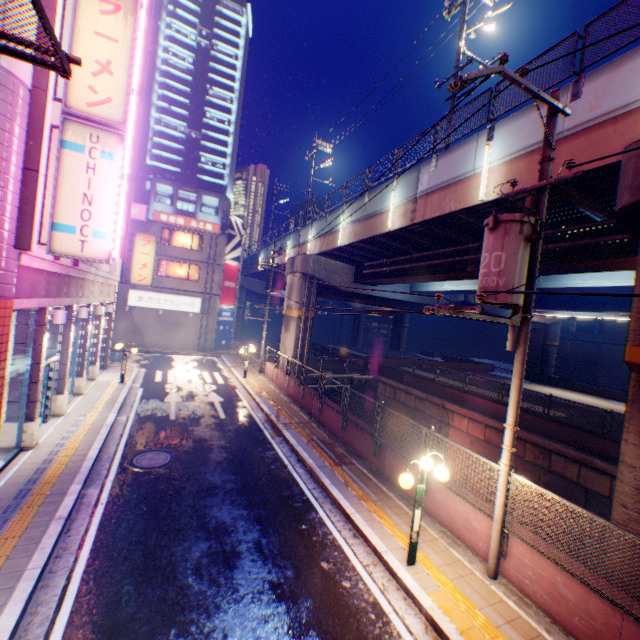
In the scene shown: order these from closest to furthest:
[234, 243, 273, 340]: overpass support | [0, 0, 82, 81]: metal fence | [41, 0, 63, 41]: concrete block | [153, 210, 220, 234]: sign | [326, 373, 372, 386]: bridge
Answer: [0, 0, 82, 81]: metal fence → [41, 0, 63, 41]: concrete block → [326, 373, 372, 386]: bridge → [153, 210, 220, 234]: sign → [234, 243, 273, 340]: overpass support

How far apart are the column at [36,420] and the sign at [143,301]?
21.0m

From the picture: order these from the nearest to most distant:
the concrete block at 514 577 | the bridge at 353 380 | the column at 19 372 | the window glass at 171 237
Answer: the concrete block at 514 577, the column at 19 372, the bridge at 353 380, the window glass at 171 237

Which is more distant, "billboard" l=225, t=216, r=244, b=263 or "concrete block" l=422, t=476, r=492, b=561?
"billboard" l=225, t=216, r=244, b=263

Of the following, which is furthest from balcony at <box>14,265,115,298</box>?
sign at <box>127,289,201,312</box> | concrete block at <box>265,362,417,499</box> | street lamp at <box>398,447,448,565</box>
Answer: concrete block at <box>265,362,417,499</box>

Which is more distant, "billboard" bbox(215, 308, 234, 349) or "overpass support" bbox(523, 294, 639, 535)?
"billboard" bbox(215, 308, 234, 349)

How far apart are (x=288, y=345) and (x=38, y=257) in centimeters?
1731cm

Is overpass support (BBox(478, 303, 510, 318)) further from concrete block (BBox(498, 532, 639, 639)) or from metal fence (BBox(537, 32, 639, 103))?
concrete block (BBox(498, 532, 639, 639))
